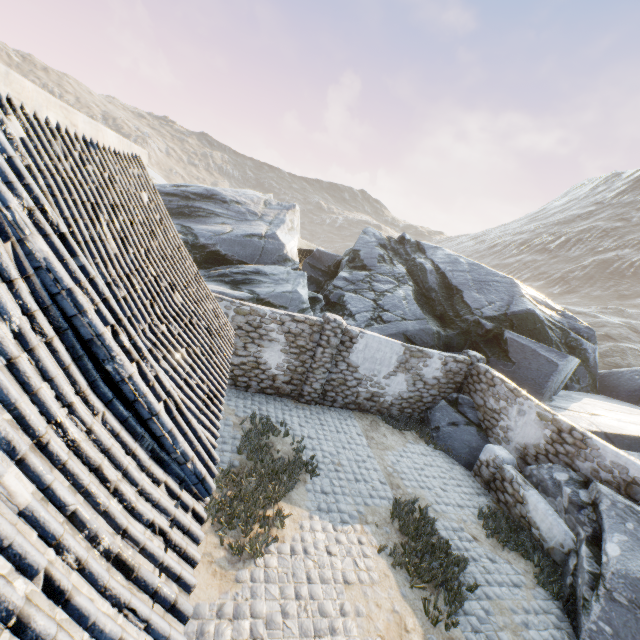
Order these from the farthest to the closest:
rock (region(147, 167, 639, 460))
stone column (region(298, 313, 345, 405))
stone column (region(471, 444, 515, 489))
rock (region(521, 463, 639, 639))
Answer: rock (region(147, 167, 639, 460)) < stone column (region(298, 313, 345, 405)) < stone column (region(471, 444, 515, 489)) < rock (region(521, 463, 639, 639))

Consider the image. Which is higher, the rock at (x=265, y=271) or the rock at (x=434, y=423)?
the rock at (x=265, y=271)

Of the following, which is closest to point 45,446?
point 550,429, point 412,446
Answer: point 412,446

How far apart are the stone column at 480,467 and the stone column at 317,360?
5.50m

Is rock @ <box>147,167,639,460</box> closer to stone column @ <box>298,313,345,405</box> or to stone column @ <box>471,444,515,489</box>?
stone column @ <box>471,444,515,489</box>

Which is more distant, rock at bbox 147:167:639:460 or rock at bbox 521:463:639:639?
rock at bbox 147:167:639:460

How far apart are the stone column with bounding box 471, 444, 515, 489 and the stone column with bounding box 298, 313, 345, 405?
5.5m
